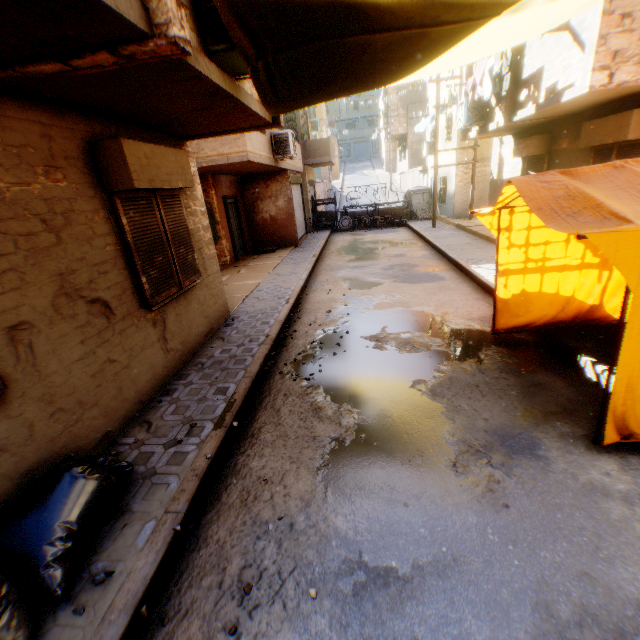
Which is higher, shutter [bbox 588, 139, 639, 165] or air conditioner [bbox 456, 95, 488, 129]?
air conditioner [bbox 456, 95, 488, 129]

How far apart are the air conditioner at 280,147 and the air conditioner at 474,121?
4.90m

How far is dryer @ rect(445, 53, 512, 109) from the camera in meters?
7.8 m

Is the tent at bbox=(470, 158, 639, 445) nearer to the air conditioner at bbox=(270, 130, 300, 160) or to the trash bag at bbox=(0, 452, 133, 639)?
the trash bag at bbox=(0, 452, 133, 639)

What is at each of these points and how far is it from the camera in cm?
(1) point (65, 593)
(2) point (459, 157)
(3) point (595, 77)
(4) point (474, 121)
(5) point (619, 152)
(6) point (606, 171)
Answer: (1) trash bag, 232
(2) building, 1647
(3) building, 564
(4) air conditioner, 1073
(5) shutter, 725
(6) tent, 330

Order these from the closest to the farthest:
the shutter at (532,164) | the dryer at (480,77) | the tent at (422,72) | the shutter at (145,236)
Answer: the tent at (422,72) → the shutter at (145,236) → the dryer at (480,77) → the shutter at (532,164)

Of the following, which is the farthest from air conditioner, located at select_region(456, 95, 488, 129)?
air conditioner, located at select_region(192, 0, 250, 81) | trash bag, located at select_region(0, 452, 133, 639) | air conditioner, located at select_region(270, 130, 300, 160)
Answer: trash bag, located at select_region(0, 452, 133, 639)

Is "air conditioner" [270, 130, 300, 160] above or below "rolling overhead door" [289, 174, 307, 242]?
above
